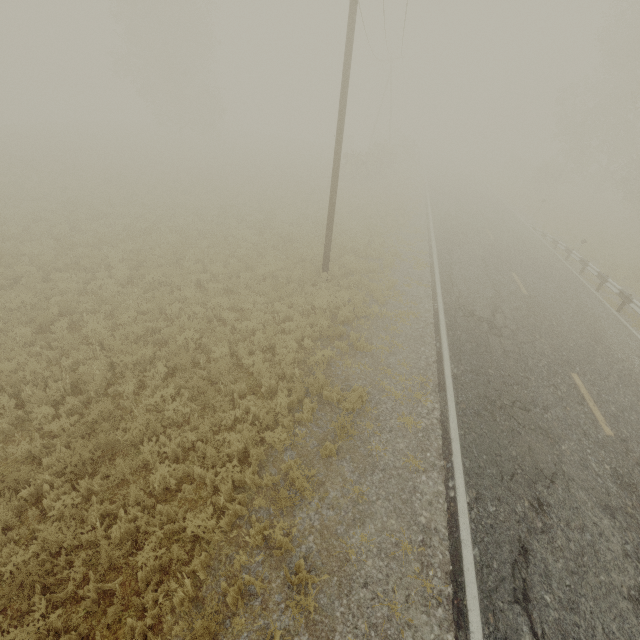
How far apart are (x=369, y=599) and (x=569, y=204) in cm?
3914

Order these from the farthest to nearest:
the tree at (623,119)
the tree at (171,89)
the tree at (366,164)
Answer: the tree at (171,89), the tree at (366,164), the tree at (623,119)

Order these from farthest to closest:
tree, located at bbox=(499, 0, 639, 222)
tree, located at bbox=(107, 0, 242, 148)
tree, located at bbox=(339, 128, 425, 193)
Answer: tree, located at bbox=(107, 0, 242, 148) < tree, located at bbox=(339, 128, 425, 193) < tree, located at bbox=(499, 0, 639, 222)

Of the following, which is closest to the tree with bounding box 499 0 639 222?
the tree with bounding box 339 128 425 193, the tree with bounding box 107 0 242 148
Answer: the tree with bounding box 339 128 425 193

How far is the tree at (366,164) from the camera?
30.11m

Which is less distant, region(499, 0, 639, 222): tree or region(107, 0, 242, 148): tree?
region(499, 0, 639, 222): tree

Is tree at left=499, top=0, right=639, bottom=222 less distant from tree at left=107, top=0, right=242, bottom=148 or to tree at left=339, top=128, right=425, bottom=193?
tree at left=339, top=128, right=425, bottom=193
